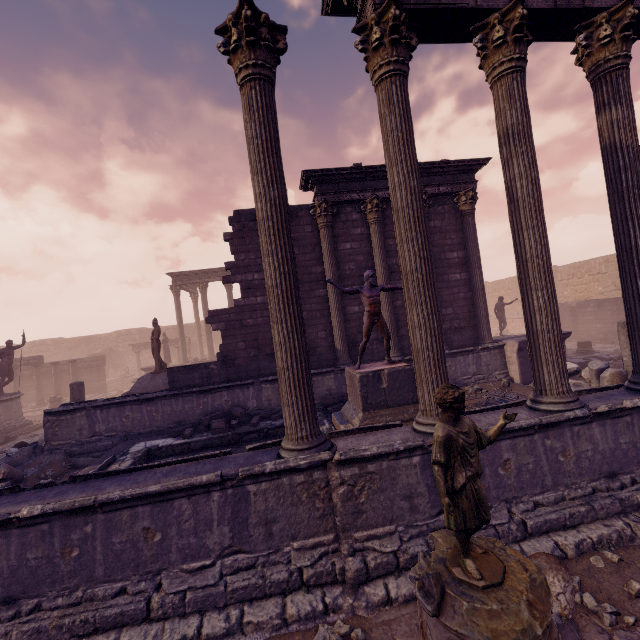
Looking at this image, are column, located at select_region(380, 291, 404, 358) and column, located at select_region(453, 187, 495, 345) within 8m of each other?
yes

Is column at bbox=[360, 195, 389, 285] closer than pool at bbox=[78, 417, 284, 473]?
No

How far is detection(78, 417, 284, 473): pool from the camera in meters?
7.6

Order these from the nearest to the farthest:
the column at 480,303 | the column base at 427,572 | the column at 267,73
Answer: A: the column base at 427,572, the column at 267,73, the column at 480,303

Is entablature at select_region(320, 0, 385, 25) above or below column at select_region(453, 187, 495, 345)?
above

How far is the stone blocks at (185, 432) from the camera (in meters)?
8.66

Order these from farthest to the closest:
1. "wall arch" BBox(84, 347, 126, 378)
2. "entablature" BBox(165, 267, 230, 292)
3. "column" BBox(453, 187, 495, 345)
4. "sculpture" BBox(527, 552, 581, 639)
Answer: "wall arch" BBox(84, 347, 126, 378) < "entablature" BBox(165, 267, 230, 292) < "column" BBox(453, 187, 495, 345) < "sculpture" BBox(527, 552, 581, 639)

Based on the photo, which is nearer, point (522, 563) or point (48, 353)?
point (522, 563)
